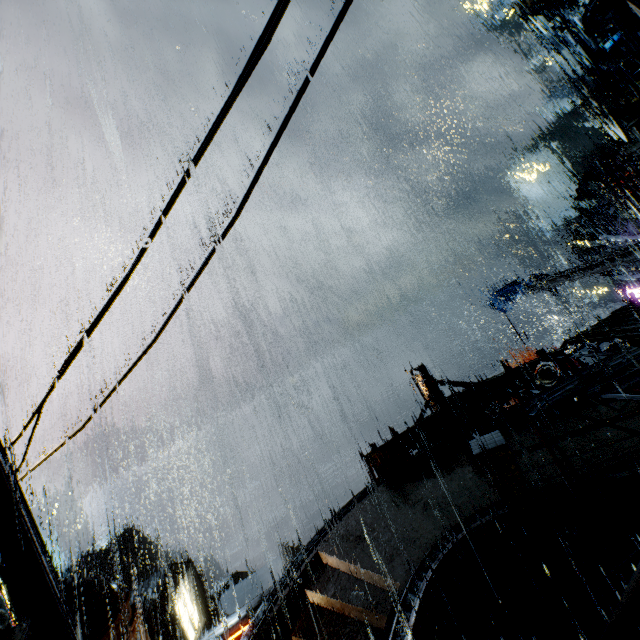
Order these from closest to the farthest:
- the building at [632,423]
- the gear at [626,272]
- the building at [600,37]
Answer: the building at [632,423] → the gear at [626,272] → the building at [600,37]

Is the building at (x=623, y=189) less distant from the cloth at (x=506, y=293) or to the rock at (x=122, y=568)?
the cloth at (x=506, y=293)

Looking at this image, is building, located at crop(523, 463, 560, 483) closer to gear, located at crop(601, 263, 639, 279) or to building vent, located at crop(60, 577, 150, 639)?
building vent, located at crop(60, 577, 150, 639)

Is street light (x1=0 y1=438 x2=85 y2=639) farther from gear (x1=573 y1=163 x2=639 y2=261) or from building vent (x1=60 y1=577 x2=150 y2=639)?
gear (x1=573 y1=163 x2=639 y2=261)

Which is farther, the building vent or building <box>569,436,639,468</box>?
building <box>569,436,639,468</box>

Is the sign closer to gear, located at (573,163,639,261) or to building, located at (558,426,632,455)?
building, located at (558,426,632,455)

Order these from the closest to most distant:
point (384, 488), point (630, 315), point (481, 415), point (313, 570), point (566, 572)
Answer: point (630, 315) → point (566, 572) → point (313, 570) → point (384, 488) → point (481, 415)

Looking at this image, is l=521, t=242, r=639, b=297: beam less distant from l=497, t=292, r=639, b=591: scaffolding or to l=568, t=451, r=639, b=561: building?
l=568, t=451, r=639, b=561: building
